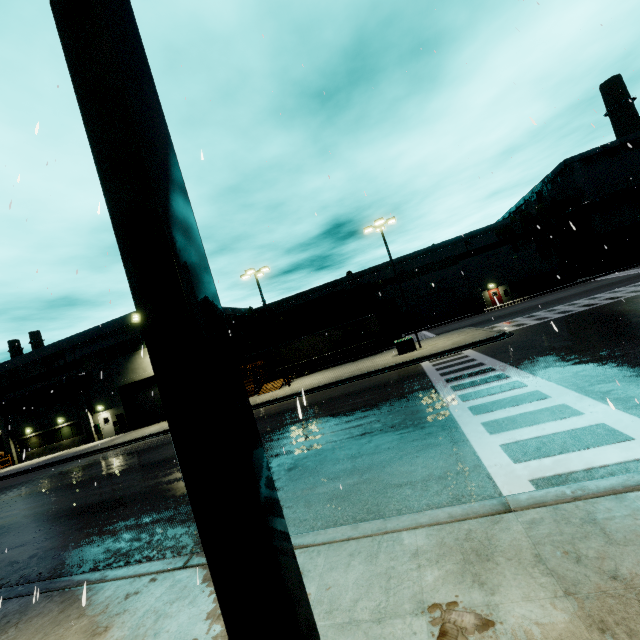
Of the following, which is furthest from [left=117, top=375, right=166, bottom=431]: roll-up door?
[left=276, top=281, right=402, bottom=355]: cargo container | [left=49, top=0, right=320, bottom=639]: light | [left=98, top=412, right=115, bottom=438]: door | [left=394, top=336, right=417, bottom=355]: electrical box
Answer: [left=394, top=336, right=417, bottom=355]: electrical box

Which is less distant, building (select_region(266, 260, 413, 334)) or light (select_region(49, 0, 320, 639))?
light (select_region(49, 0, 320, 639))

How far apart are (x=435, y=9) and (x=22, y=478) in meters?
35.9 m

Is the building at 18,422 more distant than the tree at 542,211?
No

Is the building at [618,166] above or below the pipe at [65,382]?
above

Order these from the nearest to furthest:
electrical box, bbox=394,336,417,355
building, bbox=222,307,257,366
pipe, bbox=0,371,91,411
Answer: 1. electrical box, bbox=394,336,417,355
2. pipe, bbox=0,371,91,411
3. building, bbox=222,307,257,366

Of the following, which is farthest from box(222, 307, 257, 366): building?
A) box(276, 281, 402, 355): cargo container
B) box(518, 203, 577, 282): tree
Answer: box(276, 281, 402, 355): cargo container

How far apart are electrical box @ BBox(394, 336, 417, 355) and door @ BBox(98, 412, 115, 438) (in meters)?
28.55
